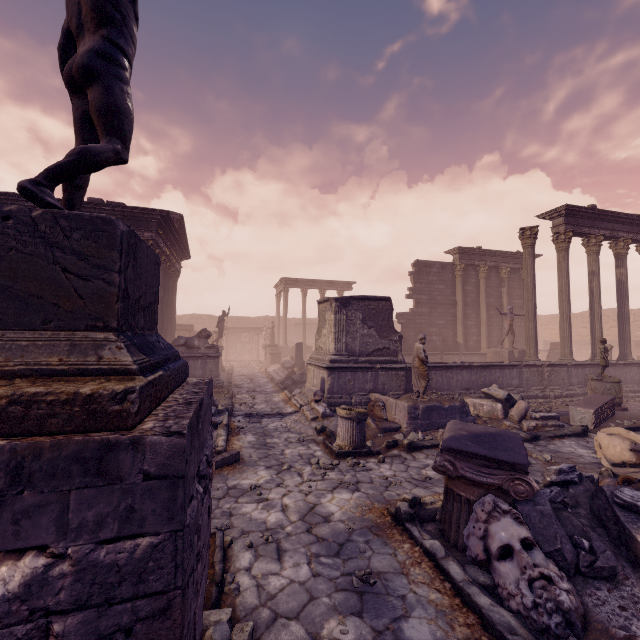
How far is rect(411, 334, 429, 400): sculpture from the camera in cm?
899

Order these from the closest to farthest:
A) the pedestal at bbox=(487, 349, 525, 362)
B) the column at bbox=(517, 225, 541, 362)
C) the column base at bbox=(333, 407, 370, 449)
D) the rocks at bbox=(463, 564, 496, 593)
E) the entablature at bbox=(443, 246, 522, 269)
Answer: the rocks at bbox=(463, 564, 496, 593)
the column base at bbox=(333, 407, 370, 449)
the column at bbox=(517, 225, 541, 362)
the pedestal at bbox=(487, 349, 525, 362)
the entablature at bbox=(443, 246, 522, 269)

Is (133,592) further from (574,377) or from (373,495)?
(574,377)

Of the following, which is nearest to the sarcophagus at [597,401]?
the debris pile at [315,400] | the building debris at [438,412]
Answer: the building debris at [438,412]

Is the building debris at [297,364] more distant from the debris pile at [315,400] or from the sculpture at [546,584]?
the sculpture at [546,584]

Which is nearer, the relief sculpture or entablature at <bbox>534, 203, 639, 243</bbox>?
entablature at <bbox>534, 203, 639, 243</bbox>

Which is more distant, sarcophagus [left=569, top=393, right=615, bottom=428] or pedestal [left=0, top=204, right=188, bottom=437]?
sarcophagus [left=569, top=393, right=615, bottom=428]

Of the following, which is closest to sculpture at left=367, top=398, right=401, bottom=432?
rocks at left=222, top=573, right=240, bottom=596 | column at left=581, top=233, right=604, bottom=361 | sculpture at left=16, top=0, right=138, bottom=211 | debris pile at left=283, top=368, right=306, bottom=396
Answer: debris pile at left=283, top=368, right=306, bottom=396
